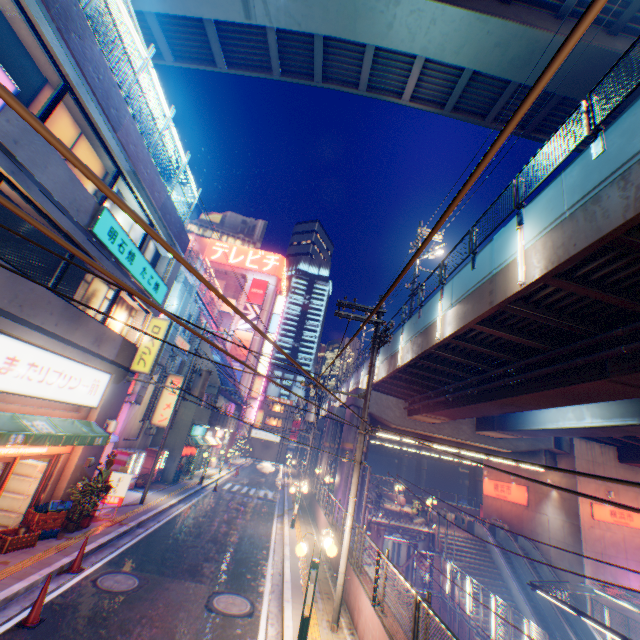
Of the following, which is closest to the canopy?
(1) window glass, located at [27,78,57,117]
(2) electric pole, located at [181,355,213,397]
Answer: (2) electric pole, located at [181,355,213,397]

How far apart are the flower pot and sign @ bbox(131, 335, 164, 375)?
5.22m

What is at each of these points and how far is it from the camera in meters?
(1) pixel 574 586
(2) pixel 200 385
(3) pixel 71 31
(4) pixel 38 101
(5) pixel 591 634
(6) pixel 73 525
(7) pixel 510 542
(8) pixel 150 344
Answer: (1) canopy, 14.9 m
(2) electric pole, 18.0 m
(3) concrete block, 7.6 m
(4) window glass, 7.8 m
(5) escalator, 20.0 m
(6) flower pot, 11.1 m
(7) escalator, 25.6 m
(8) sign, 14.1 m

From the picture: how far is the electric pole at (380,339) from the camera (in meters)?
10.58

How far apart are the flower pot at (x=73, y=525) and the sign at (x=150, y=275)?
8.30m

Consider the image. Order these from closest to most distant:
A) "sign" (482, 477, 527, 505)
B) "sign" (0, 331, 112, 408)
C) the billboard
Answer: "sign" (0, 331, 112, 408) → "sign" (482, 477, 527, 505) → the billboard

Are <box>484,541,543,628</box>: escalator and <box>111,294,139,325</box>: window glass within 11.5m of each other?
no

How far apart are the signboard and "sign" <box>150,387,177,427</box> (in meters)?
32.94
